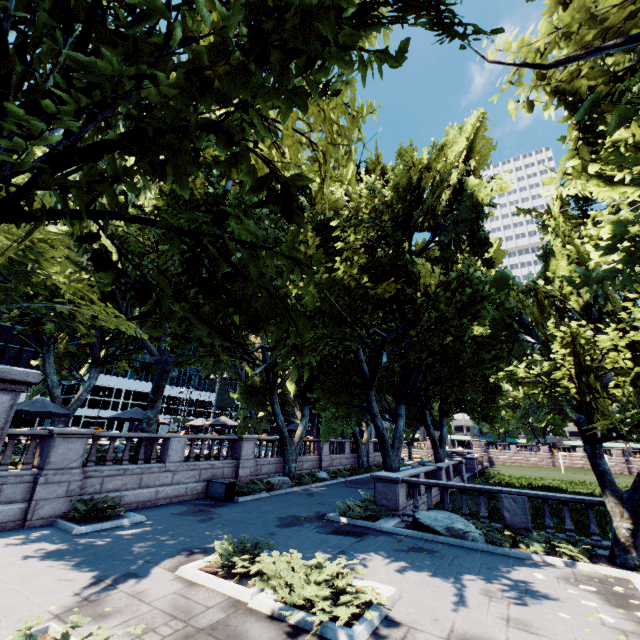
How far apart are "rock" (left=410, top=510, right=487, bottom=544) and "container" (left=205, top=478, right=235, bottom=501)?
8.85m

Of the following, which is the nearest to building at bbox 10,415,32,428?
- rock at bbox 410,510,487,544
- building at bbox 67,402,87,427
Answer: building at bbox 67,402,87,427

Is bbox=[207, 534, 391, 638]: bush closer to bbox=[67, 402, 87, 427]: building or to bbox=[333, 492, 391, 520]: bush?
bbox=[333, 492, 391, 520]: bush

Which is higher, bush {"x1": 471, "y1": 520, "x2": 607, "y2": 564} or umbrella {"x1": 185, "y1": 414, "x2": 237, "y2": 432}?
umbrella {"x1": 185, "y1": 414, "x2": 237, "y2": 432}

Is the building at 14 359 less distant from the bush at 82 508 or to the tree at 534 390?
the tree at 534 390

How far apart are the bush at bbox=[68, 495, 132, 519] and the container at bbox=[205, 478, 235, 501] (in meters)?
4.66

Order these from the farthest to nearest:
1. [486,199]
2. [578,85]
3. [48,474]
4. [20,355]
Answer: [20,355] → [486,199] → [48,474] → [578,85]

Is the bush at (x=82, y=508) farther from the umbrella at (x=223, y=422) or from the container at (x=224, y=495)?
the umbrella at (x=223, y=422)
